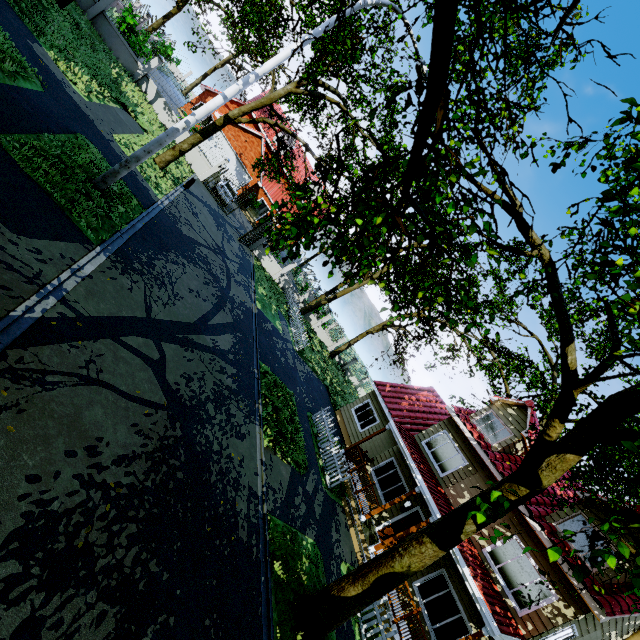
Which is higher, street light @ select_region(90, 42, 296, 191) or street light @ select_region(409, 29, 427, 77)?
street light @ select_region(409, 29, 427, 77)

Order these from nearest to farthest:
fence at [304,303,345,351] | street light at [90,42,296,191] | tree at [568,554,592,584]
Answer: tree at [568,554,592,584] < street light at [90,42,296,191] < fence at [304,303,345,351]

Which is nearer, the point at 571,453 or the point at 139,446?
the point at 139,446

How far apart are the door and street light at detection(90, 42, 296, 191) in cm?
1638

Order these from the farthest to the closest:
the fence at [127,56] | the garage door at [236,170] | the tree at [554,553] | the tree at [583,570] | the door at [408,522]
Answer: the garage door at [236,170] < the fence at [127,56] < the door at [408,522] < the tree at [583,570] < the tree at [554,553]

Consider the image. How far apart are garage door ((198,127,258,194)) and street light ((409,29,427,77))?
23.13m

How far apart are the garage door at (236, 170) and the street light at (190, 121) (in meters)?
23.13
